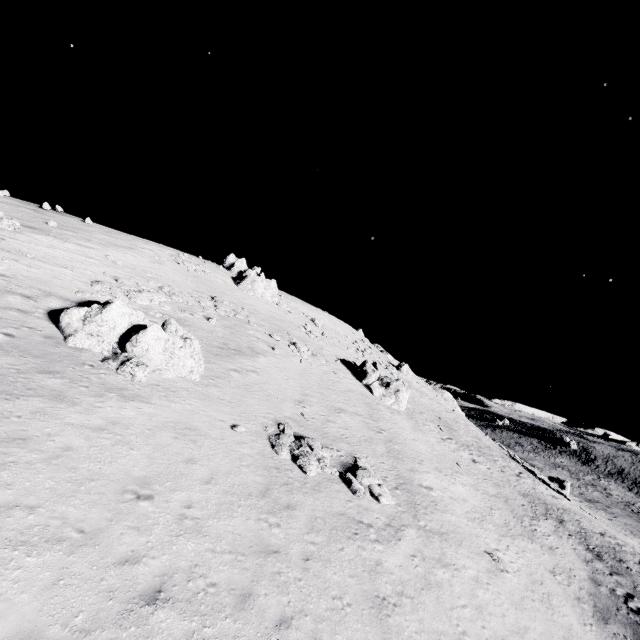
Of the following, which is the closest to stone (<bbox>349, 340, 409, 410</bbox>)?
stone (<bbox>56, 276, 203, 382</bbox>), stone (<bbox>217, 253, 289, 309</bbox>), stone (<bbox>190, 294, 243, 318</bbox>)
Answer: stone (<bbox>217, 253, 289, 309</bbox>)

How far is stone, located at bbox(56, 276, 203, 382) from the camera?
15.4 meters

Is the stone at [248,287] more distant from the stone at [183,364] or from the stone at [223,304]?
the stone at [183,364]

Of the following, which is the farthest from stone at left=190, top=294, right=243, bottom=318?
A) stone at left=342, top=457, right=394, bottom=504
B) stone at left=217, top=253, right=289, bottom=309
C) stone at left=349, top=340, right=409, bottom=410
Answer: stone at left=342, top=457, right=394, bottom=504

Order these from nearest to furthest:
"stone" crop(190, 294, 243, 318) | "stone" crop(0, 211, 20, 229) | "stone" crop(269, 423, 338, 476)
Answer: "stone" crop(269, 423, 338, 476) < "stone" crop(0, 211, 20, 229) < "stone" crop(190, 294, 243, 318)

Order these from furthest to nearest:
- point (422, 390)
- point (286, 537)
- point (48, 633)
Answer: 1. point (422, 390)
2. point (286, 537)
3. point (48, 633)

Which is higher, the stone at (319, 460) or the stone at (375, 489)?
the stone at (319, 460)

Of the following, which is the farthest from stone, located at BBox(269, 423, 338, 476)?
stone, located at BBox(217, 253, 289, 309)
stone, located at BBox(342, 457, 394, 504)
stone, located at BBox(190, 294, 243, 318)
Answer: stone, located at BBox(217, 253, 289, 309)
